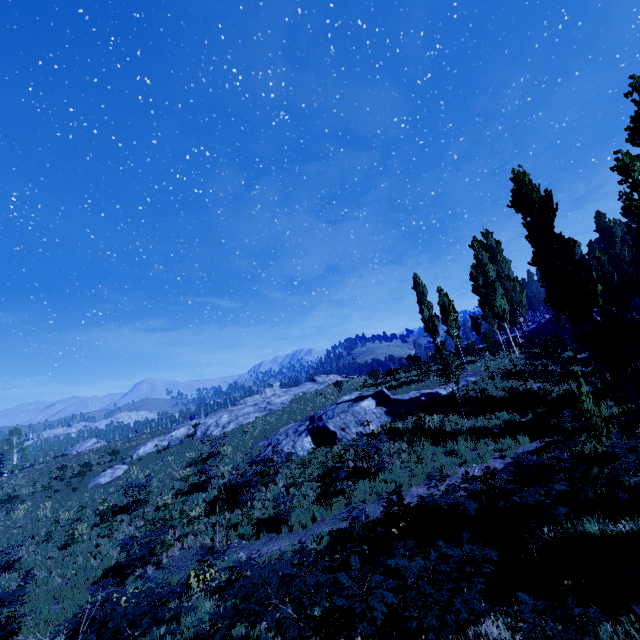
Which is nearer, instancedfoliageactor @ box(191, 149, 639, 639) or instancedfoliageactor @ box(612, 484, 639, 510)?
instancedfoliageactor @ box(191, 149, 639, 639)

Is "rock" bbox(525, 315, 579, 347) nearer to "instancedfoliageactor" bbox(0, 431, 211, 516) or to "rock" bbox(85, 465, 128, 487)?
"instancedfoliageactor" bbox(0, 431, 211, 516)

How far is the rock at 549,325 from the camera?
41.8 meters

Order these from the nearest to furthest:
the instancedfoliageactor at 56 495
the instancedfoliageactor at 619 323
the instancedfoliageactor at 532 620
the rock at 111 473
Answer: the instancedfoliageactor at 532 620 → the instancedfoliageactor at 619 323 → the instancedfoliageactor at 56 495 → the rock at 111 473

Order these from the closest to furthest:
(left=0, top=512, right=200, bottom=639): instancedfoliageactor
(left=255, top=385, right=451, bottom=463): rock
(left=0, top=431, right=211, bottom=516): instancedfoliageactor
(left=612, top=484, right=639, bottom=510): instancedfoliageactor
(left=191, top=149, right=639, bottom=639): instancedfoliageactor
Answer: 1. (left=191, top=149, right=639, bottom=639): instancedfoliageactor
2. (left=612, top=484, right=639, bottom=510): instancedfoliageactor
3. (left=0, top=512, right=200, bottom=639): instancedfoliageactor
4. (left=255, top=385, right=451, bottom=463): rock
5. (left=0, top=431, right=211, bottom=516): instancedfoliageactor

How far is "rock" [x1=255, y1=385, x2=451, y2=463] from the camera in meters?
18.8 m

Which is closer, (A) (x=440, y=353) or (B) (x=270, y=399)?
(A) (x=440, y=353)

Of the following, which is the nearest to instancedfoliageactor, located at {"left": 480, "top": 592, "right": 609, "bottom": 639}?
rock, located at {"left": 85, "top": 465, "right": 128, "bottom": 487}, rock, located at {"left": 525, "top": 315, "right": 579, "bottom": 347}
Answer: rock, located at {"left": 525, "top": 315, "right": 579, "bottom": 347}
